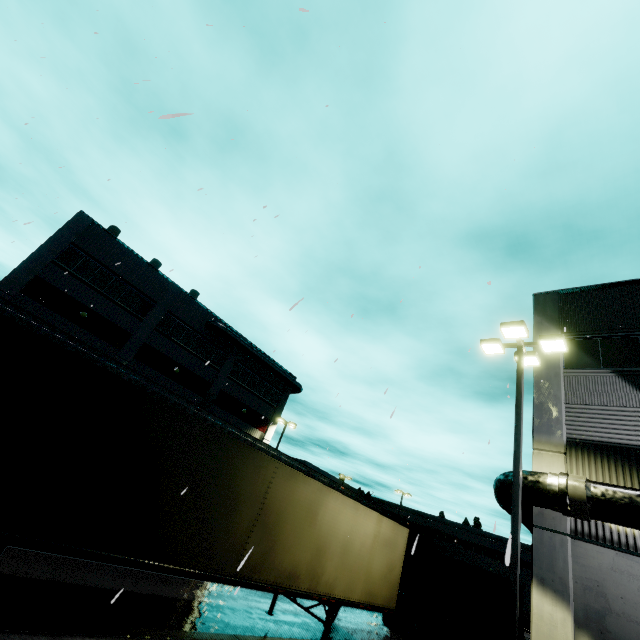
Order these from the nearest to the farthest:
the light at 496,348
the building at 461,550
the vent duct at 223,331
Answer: the light at 496,348 → the vent duct at 223,331 → the building at 461,550

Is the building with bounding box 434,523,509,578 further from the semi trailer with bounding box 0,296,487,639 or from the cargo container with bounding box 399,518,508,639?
the cargo container with bounding box 399,518,508,639

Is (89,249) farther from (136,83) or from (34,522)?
(34,522)

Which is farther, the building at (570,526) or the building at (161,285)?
the building at (161,285)

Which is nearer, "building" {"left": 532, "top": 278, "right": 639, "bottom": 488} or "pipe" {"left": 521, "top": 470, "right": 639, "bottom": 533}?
"pipe" {"left": 521, "top": 470, "right": 639, "bottom": 533}

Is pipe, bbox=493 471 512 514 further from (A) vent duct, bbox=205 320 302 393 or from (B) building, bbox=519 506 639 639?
(A) vent duct, bbox=205 320 302 393

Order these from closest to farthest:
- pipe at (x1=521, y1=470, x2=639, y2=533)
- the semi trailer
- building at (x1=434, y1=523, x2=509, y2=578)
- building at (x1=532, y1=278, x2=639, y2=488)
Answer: the semi trailer, pipe at (x1=521, y1=470, x2=639, y2=533), building at (x1=532, y1=278, x2=639, y2=488), building at (x1=434, y1=523, x2=509, y2=578)

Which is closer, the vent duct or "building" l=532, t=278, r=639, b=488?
"building" l=532, t=278, r=639, b=488
